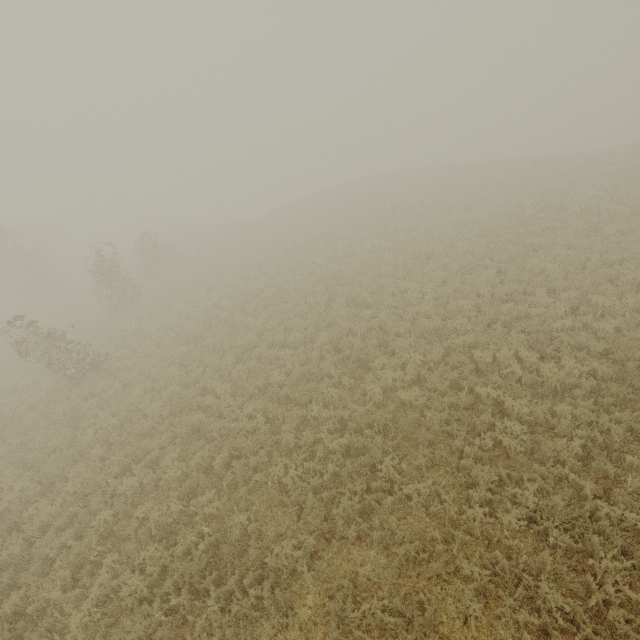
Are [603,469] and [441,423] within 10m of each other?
yes
